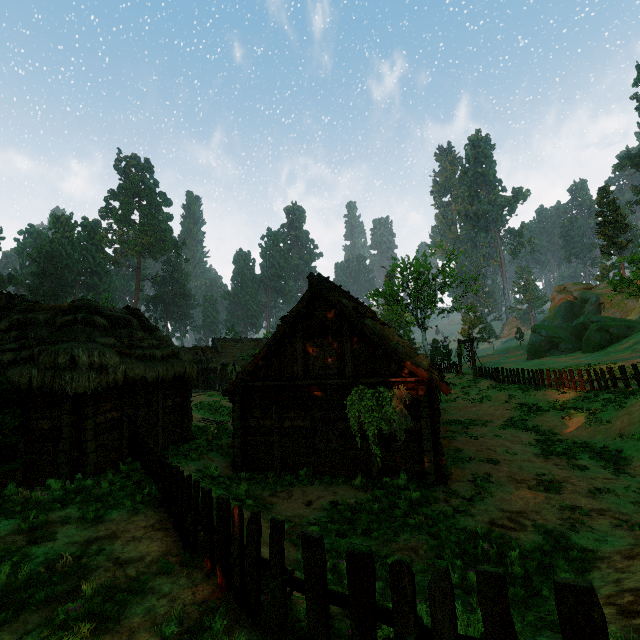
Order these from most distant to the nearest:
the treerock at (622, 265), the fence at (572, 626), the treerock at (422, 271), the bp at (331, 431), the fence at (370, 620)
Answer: the treerock at (422, 271), the treerock at (622, 265), the bp at (331, 431), the fence at (370, 620), the fence at (572, 626)

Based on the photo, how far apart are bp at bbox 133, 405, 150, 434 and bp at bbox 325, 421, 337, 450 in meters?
7.3

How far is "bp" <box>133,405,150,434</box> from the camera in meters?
12.8 m

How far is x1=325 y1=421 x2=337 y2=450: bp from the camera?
12.5m

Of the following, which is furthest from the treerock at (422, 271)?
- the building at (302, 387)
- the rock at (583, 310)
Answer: the rock at (583, 310)

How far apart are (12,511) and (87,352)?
4.7m

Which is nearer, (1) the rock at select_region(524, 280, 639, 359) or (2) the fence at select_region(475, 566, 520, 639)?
(2) the fence at select_region(475, 566, 520, 639)

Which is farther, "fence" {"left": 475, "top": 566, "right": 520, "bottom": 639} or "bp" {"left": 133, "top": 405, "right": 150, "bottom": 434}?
"bp" {"left": 133, "top": 405, "right": 150, "bottom": 434}
